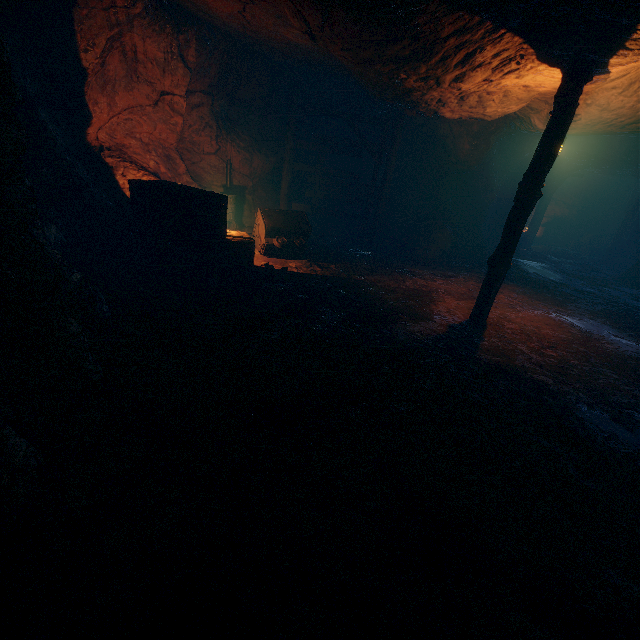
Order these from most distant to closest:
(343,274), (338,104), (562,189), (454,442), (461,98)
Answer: (562,189) < (338,104) < (343,274) < (461,98) < (454,442)

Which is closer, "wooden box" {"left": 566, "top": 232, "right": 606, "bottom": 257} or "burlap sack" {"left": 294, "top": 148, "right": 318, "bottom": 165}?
"burlap sack" {"left": 294, "top": 148, "right": 318, "bottom": 165}

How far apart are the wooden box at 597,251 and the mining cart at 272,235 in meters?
19.5 m

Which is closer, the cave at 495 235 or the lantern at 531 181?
the lantern at 531 181

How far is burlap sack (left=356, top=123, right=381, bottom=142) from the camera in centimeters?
1129cm

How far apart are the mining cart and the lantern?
4.8m

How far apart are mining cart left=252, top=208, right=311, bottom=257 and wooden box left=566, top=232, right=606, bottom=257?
19.5 meters

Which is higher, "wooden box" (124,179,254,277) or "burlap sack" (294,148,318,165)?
"burlap sack" (294,148,318,165)
